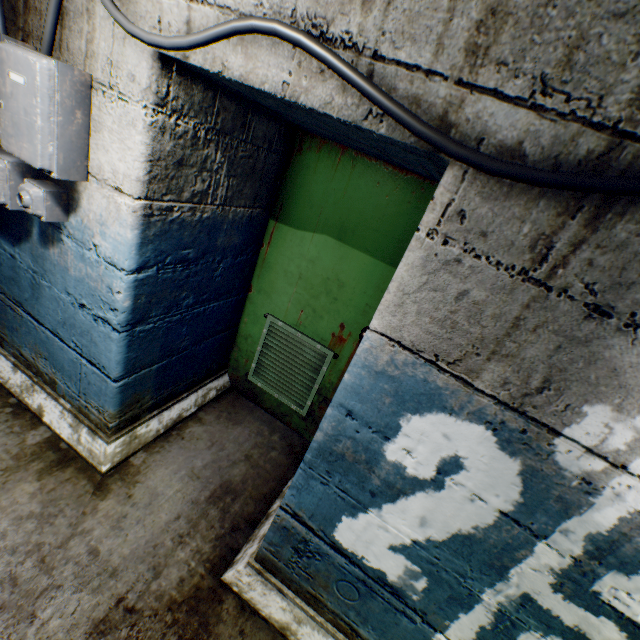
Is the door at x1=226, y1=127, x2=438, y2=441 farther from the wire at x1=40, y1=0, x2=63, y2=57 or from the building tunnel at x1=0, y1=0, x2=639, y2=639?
the wire at x1=40, y1=0, x2=63, y2=57

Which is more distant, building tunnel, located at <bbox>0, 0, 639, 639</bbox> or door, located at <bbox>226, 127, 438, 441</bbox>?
door, located at <bbox>226, 127, 438, 441</bbox>

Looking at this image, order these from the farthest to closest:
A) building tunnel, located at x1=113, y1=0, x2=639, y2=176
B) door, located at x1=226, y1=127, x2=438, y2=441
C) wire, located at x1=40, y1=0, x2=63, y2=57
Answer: door, located at x1=226, y1=127, x2=438, y2=441
wire, located at x1=40, y1=0, x2=63, y2=57
building tunnel, located at x1=113, y1=0, x2=639, y2=176

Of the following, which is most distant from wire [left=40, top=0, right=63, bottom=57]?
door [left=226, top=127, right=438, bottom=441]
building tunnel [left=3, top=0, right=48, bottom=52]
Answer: door [left=226, top=127, right=438, bottom=441]

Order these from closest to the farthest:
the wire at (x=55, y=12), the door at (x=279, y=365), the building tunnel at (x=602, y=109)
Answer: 1. the building tunnel at (x=602, y=109)
2. the wire at (x=55, y=12)
3. the door at (x=279, y=365)

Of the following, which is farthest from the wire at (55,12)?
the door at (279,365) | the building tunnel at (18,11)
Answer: the door at (279,365)

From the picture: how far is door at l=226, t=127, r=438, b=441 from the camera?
1.92m

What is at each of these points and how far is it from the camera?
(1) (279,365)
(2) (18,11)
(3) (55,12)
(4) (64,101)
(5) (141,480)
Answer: (1) door, 2.5m
(2) building tunnel, 1.3m
(3) wire, 1.2m
(4) electrical box, 1.2m
(5) building tunnel, 1.9m
